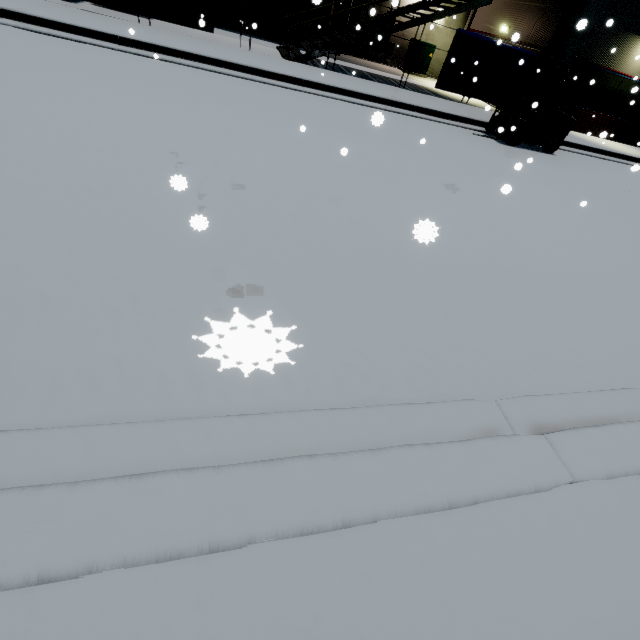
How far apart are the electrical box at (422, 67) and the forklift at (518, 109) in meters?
10.5

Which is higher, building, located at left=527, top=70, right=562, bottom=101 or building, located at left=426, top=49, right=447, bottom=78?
building, located at left=527, top=70, right=562, bottom=101

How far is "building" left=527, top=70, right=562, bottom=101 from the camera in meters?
14.0

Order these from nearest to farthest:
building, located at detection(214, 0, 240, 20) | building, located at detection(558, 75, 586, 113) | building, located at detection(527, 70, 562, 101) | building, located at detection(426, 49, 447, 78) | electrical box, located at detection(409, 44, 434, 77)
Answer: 1. building, located at detection(527, 70, 562, 101)
2. building, located at detection(558, 75, 586, 113)
3. building, located at detection(214, 0, 240, 20)
4. electrical box, located at detection(409, 44, 434, 77)
5. building, located at detection(426, 49, 447, 78)

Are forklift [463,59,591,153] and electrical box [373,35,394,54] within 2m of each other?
no

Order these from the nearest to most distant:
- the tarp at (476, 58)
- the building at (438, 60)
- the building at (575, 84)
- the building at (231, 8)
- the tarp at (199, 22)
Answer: the tarp at (199, 22)
the tarp at (476, 58)
the building at (575, 84)
the building at (231, 8)
the building at (438, 60)

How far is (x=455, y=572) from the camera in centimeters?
160cm

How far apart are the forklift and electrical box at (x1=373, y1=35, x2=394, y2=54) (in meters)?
11.58
